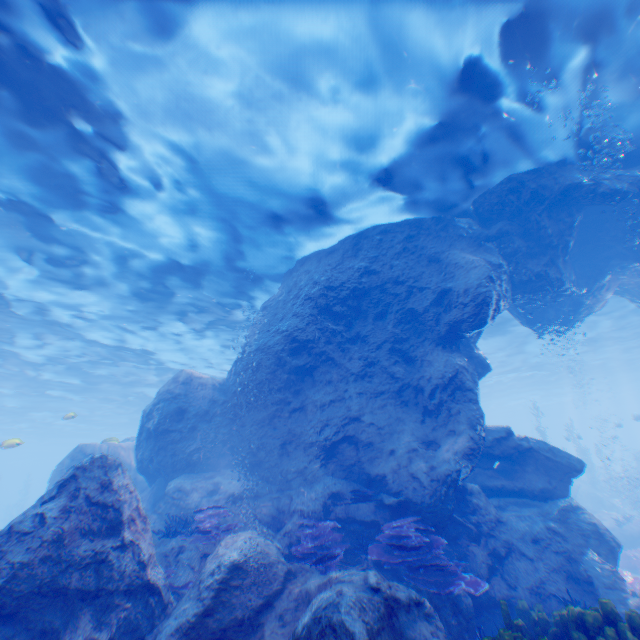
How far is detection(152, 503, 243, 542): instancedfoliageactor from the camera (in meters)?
7.85

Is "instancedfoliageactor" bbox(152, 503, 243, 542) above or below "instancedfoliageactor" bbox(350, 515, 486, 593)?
above

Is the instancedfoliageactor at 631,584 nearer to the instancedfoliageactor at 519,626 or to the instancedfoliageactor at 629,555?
the instancedfoliageactor at 629,555

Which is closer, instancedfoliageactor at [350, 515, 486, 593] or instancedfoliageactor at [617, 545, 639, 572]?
instancedfoliageactor at [350, 515, 486, 593]

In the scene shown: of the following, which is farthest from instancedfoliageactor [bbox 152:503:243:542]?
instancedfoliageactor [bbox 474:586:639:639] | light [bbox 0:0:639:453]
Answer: instancedfoliageactor [bbox 474:586:639:639]

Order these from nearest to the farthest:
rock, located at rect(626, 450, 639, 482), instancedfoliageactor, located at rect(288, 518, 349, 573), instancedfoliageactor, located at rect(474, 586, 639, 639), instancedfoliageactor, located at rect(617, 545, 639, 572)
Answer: instancedfoliageactor, located at rect(474, 586, 639, 639), instancedfoliageactor, located at rect(288, 518, 349, 573), instancedfoliageactor, located at rect(617, 545, 639, 572), rock, located at rect(626, 450, 639, 482)

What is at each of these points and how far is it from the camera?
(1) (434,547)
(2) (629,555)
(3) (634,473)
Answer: (1) instancedfoliageactor, 6.92m
(2) instancedfoliageactor, 15.41m
(3) rock, 31.03m

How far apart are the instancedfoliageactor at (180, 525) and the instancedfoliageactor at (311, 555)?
1.33m
